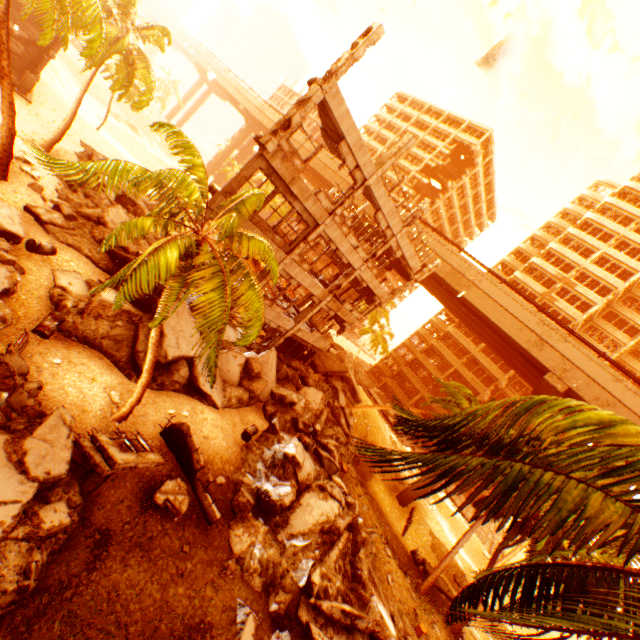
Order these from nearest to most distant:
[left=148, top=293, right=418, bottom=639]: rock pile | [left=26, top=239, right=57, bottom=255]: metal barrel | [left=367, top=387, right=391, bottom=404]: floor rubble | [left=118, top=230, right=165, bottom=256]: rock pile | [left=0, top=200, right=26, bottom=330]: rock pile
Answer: [left=0, top=200, right=26, bottom=330]: rock pile → [left=148, top=293, right=418, bottom=639]: rock pile → [left=26, top=239, right=57, bottom=255]: metal barrel → [left=118, top=230, right=165, bottom=256]: rock pile → [left=367, top=387, right=391, bottom=404]: floor rubble

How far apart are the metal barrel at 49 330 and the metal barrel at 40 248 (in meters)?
2.23

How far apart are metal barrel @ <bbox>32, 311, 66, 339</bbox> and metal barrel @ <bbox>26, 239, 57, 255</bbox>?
2.2m

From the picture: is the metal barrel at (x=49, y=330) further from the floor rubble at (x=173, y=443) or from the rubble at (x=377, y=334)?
the floor rubble at (x=173, y=443)

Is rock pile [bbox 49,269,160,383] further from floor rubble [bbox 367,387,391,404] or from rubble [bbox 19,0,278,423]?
floor rubble [bbox 367,387,391,404]

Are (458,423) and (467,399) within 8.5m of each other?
no

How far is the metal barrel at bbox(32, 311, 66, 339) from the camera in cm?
1094

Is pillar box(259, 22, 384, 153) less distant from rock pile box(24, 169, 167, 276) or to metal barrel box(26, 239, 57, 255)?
A: rock pile box(24, 169, 167, 276)
